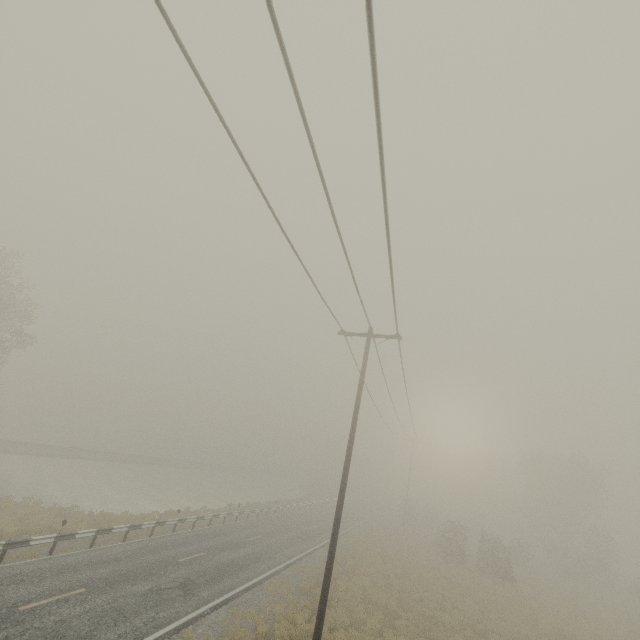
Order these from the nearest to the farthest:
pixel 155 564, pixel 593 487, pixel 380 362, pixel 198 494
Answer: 1. pixel 155 564
2. pixel 380 362
3. pixel 593 487
4. pixel 198 494
